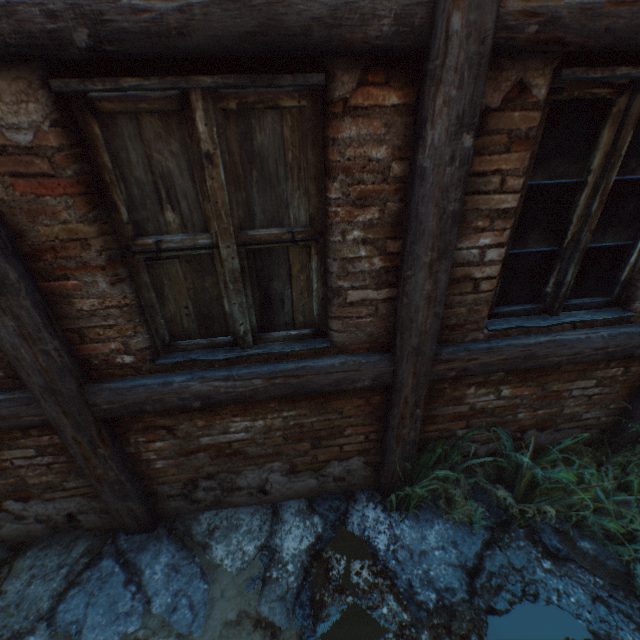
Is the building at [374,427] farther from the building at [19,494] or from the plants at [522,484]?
the building at [19,494]

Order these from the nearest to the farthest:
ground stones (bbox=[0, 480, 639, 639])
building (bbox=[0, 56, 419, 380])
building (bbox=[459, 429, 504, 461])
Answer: building (bbox=[0, 56, 419, 380]) < ground stones (bbox=[0, 480, 639, 639]) < building (bbox=[459, 429, 504, 461])

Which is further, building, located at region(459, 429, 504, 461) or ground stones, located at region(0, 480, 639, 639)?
building, located at region(459, 429, 504, 461)

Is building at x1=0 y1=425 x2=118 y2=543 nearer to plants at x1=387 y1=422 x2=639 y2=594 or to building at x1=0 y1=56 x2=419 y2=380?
building at x1=0 y1=56 x2=419 y2=380

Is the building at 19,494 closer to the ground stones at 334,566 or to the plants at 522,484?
the ground stones at 334,566

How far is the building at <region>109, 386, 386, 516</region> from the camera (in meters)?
2.07

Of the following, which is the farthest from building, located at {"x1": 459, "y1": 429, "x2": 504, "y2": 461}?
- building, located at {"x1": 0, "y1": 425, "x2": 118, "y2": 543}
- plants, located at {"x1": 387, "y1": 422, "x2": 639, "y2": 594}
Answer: building, located at {"x1": 0, "y1": 425, "x2": 118, "y2": 543}

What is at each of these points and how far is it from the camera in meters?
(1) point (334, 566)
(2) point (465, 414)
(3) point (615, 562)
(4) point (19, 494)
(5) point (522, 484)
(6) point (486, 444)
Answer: (1) ground stones, 2.2 m
(2) building, 2.4 m
(3) ground stones, 2.2 m
(4) building, 2.2 m
(5) plants, 2.4 m
(6) building, 2.6 m
